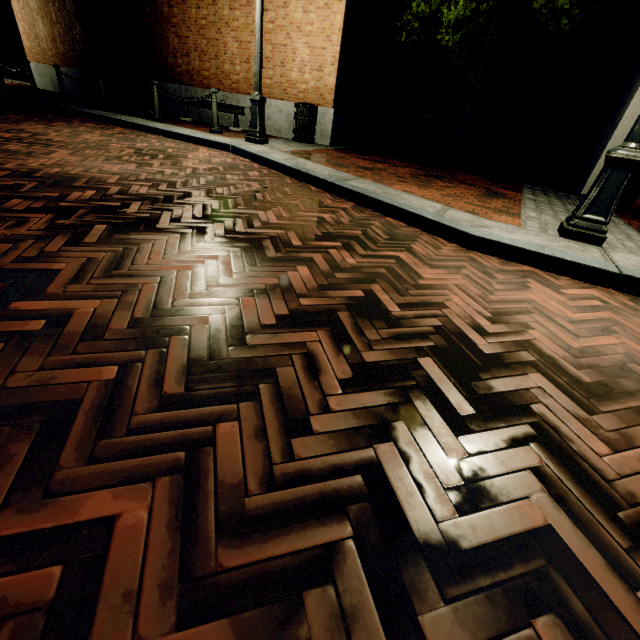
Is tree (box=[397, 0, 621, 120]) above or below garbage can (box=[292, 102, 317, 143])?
above

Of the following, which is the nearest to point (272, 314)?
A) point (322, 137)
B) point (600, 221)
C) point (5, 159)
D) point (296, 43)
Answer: point (600, 221)

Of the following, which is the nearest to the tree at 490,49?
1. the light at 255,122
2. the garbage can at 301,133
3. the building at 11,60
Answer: the building at 11,60

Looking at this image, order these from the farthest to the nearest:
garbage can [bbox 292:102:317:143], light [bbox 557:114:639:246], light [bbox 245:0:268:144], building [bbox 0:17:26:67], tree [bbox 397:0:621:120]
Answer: building [bbox 0:17:26:67]
garbage can [bbox 292:102:317:143]
tree [bbox 397:0:621:120]
light [bbox 245:0:268:144]
light [bbox 557:114:639:246]

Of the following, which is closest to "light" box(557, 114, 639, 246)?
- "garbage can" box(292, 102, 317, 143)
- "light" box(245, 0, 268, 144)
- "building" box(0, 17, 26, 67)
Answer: "light" box(245, 0, 268, 144)

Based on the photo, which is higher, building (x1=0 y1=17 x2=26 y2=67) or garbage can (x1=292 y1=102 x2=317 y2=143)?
building (x1=0 y1=17 x2=26 y2=67)

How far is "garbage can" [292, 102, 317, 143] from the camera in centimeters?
800cm

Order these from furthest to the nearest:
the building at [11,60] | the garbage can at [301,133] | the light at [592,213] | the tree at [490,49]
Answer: the building at [11,60] < the garbage can at [301,133] < the tree at [490,49] < the light at [592,213]
